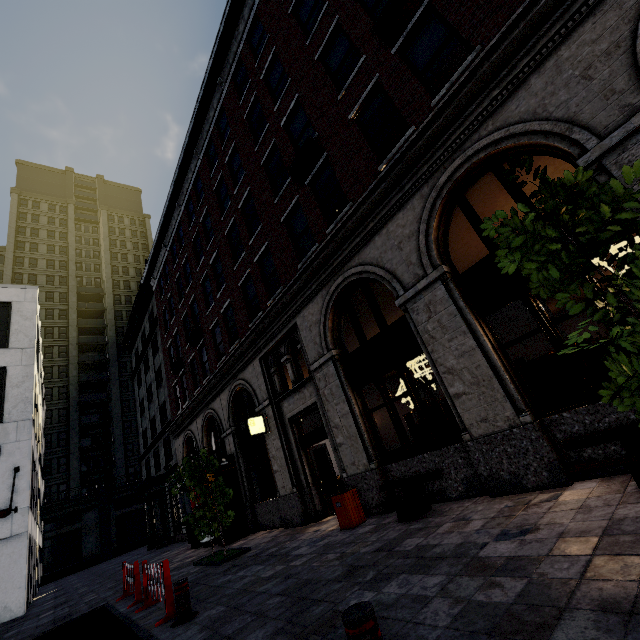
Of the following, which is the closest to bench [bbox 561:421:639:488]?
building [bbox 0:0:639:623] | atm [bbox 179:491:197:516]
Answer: building [bbox 0:0:639:623]

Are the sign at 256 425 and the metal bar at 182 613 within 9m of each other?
yes

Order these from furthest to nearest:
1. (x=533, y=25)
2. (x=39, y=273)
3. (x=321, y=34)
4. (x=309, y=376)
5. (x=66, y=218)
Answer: (x=66, y=218) → (x=39, y=273) → (x=309, y=376) → (x=321, y=34) → (x=533, y=25)

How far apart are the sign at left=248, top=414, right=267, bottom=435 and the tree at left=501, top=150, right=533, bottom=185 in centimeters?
1111cm

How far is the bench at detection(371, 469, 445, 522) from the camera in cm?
634

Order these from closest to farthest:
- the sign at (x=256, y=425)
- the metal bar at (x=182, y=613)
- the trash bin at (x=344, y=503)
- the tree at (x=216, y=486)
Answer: the metal bar at (x=182, y=613) → the trash bin at (x=344, y=503) → the tree at (x=216, y=486) → the sign at (x=256, y=425)

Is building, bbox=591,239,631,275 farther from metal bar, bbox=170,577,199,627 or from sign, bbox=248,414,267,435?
metal bar, bbox=170,577,199,627

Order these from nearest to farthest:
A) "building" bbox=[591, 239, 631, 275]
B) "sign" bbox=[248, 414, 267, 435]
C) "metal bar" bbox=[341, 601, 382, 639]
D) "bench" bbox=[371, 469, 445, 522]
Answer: "metal bar" bbox=[341, 601, 382, 639] → "bench" bbox=[371, 469, 445, 522] → "building" bbox=[591, 239, 631, 275] → "sign" bbox=[248, 414, 267, 435]
